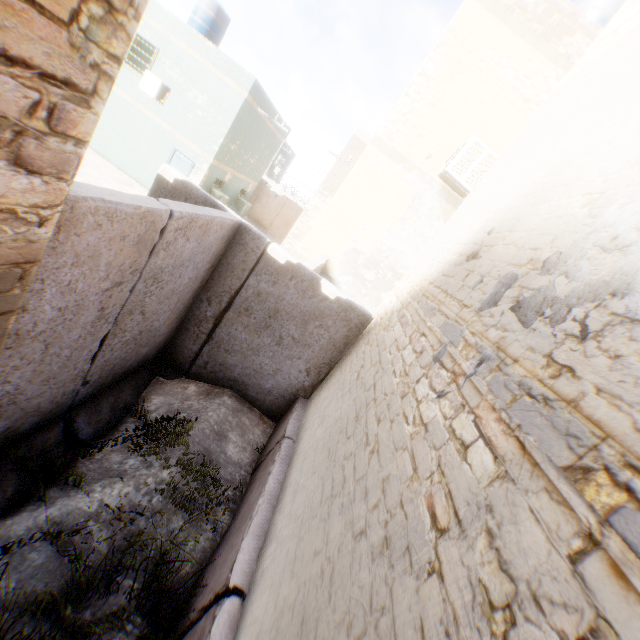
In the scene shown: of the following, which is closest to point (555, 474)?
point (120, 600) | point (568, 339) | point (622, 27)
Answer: point (568, 339)
